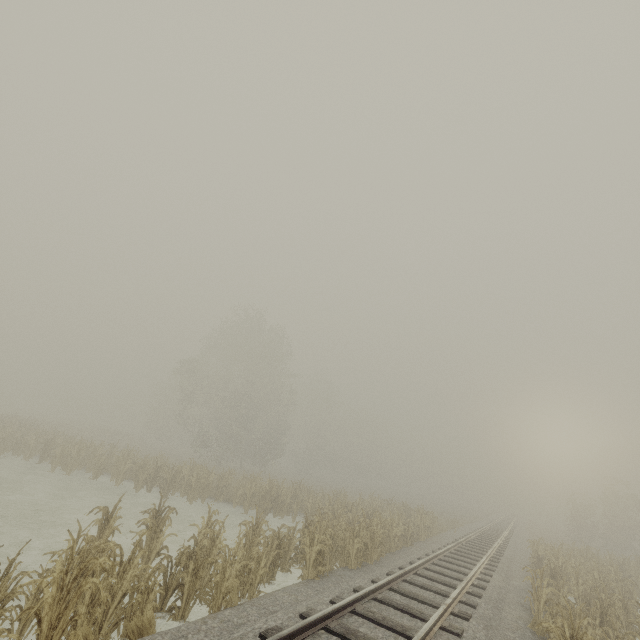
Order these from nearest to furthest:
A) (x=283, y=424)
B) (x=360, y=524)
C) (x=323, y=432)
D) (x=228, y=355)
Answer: (x=360, y=524) < (x=228, y=355) < (x=283, y=424) < (x=323, y=432)
